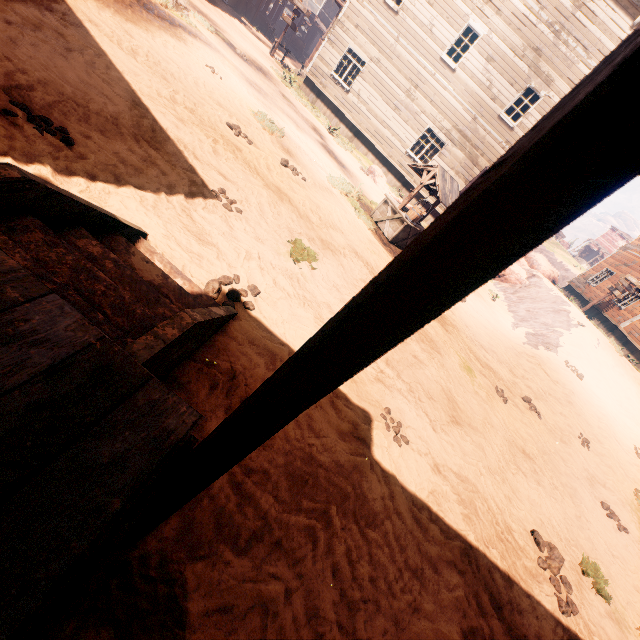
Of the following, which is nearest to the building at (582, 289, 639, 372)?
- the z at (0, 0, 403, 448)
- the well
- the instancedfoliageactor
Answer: the z at (0, 0, 403, 448)

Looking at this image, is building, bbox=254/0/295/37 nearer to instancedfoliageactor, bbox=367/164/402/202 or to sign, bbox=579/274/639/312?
sign, bbox=579/274/639/312

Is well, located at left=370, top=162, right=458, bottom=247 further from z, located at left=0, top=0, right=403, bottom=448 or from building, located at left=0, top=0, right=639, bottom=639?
building, located at left=0, top=0, right=639, bottom=639

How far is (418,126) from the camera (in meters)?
16.81

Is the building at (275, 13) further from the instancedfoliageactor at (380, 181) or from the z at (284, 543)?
the instancedfoliageactor at (380, 181)

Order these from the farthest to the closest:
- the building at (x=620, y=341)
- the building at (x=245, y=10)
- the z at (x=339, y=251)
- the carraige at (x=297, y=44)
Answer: the carraige at (x=297, y=44), the building at (x=245, y=10), the building at (x=620, y=341), the z at (x=339, y=251)

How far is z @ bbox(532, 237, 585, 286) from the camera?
43.12m

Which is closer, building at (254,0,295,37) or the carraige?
building at (254,0,295,37)
